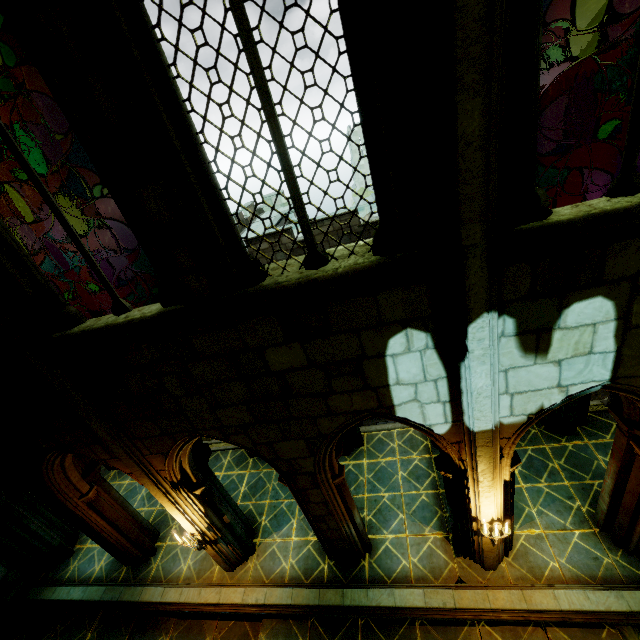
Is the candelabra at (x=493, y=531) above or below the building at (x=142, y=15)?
below

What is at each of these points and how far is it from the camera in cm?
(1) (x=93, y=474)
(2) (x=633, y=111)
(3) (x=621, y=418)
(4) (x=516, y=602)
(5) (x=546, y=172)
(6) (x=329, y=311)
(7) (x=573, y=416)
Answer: (1) archway, 756
(2) window, 279
(3) archway, 506
(4) stone beam, 594
(5) stone column, 2450
(6) building, 386
(7) stone column, 802

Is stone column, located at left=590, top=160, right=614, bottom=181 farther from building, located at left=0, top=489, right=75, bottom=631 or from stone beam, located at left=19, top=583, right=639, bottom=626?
stone beam, located at left=19, top=583, right=639, bottom=626

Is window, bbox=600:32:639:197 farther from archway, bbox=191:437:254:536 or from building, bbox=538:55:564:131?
building, bbox=538:55:564:131

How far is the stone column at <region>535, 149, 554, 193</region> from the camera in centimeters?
2396cm

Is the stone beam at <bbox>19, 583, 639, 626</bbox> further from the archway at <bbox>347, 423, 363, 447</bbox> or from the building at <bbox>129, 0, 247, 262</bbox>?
the archway at <bbox>347, 423, 363, 447</bbox>

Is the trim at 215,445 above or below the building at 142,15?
below

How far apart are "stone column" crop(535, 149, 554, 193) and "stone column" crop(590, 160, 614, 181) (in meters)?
6.14
